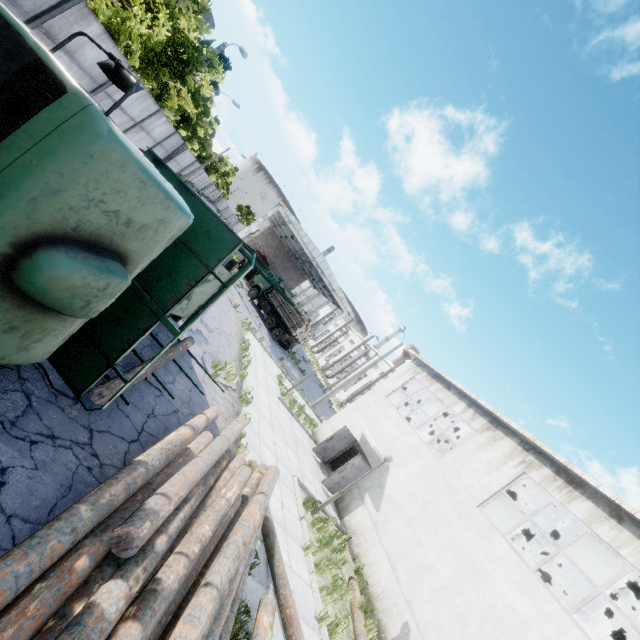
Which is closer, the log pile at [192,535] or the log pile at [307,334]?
the log pile at [192,535]

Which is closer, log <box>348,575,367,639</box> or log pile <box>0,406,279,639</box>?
→ log pile <box>0,406,279,639</box>

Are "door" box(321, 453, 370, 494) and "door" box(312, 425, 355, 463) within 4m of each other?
yes

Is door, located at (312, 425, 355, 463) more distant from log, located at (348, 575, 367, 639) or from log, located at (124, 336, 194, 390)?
log, located at (124, 336, 194, 390)

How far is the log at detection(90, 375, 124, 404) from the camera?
5.1 meters

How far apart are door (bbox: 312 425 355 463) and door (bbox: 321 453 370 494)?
2.10m

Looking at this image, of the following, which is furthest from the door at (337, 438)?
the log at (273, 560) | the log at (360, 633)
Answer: the log at (273, 560)

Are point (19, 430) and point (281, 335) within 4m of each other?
no
